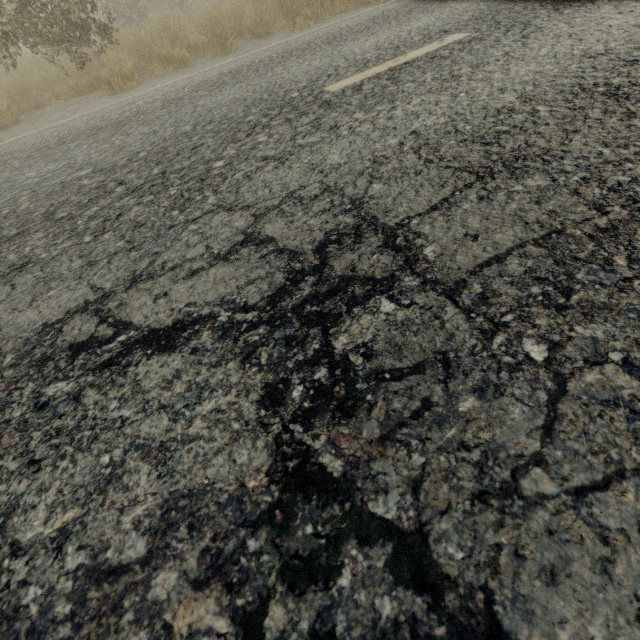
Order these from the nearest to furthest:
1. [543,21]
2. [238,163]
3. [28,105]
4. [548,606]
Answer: [548,606] → [238,163] → [543,21] → [28,105]
